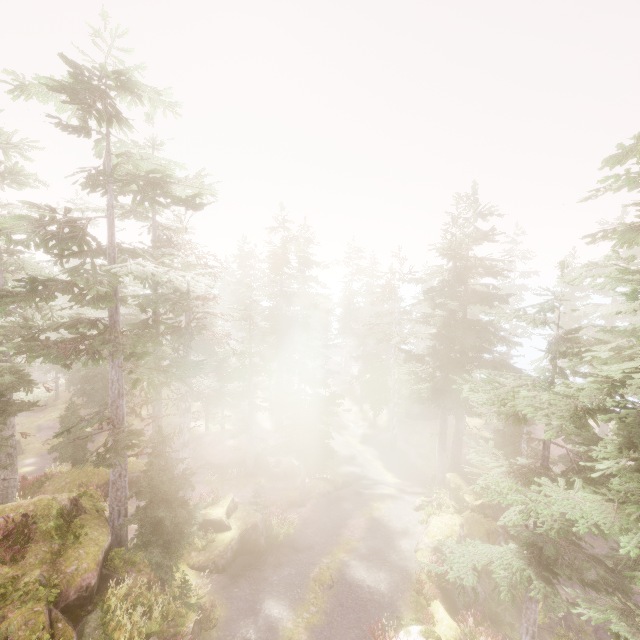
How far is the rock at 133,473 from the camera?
23.5 meters

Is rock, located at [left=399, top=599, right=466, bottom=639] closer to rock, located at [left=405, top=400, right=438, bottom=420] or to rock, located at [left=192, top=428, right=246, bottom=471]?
rock, located at [left=405, top=400, right=438, bottom=420]

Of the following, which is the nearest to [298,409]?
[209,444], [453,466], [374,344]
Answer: [209,444]

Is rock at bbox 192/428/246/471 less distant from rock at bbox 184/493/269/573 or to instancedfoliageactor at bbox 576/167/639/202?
instancedfoliageactor at bbox 576/167/639/202

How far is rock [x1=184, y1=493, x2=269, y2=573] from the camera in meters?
15.3

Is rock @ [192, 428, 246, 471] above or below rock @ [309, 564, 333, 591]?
below

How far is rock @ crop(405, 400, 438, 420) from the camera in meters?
42.2 m

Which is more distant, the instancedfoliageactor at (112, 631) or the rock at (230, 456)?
the rock at (230, 456)
